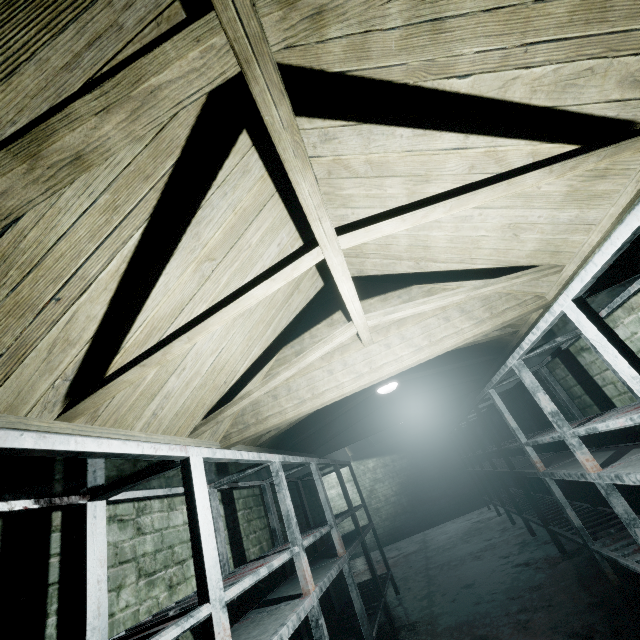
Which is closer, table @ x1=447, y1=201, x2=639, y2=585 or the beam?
the beam

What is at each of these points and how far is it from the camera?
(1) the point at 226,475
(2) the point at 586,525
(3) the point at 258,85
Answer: (1) table, 2.3m
(2) table, 3.1m
(3) beam, 0.9m

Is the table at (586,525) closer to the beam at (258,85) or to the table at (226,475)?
the beam at (258,85)

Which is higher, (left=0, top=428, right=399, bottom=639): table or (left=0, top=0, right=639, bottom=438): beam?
(left=0, top=0, right=639, bottom=438): beam

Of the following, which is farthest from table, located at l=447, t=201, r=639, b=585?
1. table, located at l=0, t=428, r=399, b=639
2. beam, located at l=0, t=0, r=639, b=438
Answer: table, located at l=0, t=428, r=399, b=639

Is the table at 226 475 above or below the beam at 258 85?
below

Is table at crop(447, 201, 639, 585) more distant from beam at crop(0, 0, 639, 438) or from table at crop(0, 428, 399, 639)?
table at crop(0, 428, 399, 639)
